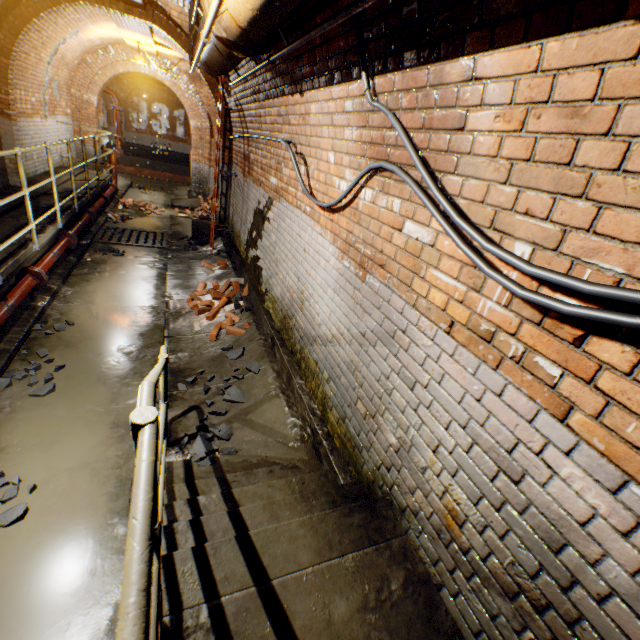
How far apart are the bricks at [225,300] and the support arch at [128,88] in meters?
22.6

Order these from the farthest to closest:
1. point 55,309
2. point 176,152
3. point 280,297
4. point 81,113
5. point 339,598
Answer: point 176,152 → point 81,113 → point 55,309 → point 280,297 → point 339,598

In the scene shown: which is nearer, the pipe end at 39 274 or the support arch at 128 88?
the pipe end at 39 274

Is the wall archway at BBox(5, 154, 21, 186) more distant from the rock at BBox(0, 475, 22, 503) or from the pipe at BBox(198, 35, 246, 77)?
the rock at BBox(0, 475, 22, 503)

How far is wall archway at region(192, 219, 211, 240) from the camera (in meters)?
8.70

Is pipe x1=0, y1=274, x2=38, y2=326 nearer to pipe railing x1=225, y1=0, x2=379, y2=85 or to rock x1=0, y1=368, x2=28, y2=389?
rock x1=0, y1=368, x2=28, y2=389

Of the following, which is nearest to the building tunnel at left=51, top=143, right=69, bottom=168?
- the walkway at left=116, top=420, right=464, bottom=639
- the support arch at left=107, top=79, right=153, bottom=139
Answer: the walkway at left=116, top=420, right=464, bottom=639

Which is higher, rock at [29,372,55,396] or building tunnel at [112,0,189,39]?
building tunnel at [112,0,189,39]
